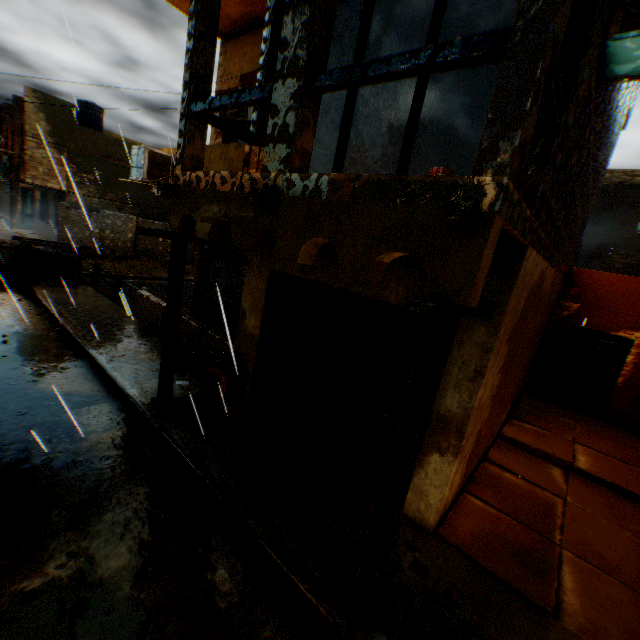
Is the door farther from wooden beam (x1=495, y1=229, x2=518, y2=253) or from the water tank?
the water tank

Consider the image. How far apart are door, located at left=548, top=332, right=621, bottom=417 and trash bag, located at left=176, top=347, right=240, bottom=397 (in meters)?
9.46

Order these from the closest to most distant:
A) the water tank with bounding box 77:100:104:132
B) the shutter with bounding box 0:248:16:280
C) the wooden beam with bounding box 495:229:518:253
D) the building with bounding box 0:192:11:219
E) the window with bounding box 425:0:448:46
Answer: the wooden beam with bounding box 495:229:518:253 → the window with bounding box 425:0:448:46 → the shutter with bounding box 0:248:16:280 → the water tank with bounding box 77:100:104:132 → the building with bounding box 0:192:11:219

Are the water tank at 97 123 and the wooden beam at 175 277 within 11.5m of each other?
no

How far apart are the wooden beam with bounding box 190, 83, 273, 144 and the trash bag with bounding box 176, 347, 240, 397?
4.13m

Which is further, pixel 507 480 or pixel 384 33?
pixel 384 33

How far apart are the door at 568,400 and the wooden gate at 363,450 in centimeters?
798cm

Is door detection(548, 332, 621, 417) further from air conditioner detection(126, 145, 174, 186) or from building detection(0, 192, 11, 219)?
air conditioner detection(126, 145, 174, 186)
